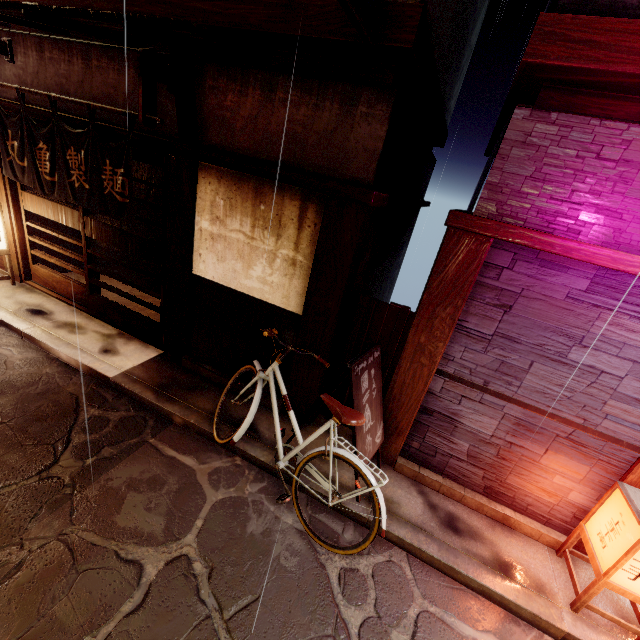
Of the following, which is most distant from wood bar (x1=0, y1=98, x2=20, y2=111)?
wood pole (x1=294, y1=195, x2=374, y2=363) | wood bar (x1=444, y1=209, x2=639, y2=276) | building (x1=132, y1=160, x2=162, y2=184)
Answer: wood bar (x1=444, y1=209, x2=639, y2=276)

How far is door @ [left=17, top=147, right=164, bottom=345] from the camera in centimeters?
809cm

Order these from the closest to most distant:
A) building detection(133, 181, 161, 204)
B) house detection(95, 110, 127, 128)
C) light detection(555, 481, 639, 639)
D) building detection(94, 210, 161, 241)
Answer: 1. light detection(555, 481, 639, 639)
2. house detection(95, 110, 127, 128)
3. building detection(94, 210, 161, 241)
4. building detection(133, 181, 161, 204)

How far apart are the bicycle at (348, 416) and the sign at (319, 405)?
0.1 meters

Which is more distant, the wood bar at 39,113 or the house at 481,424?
the wood bar at 39,113

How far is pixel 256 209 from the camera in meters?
6.7 m

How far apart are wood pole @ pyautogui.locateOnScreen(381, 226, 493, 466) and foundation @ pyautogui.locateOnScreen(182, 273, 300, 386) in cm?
220

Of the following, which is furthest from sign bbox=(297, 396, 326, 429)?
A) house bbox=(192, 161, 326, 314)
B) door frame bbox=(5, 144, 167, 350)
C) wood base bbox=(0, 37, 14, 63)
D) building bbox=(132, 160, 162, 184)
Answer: wood base bbox=(0, 37, 14, 63)
